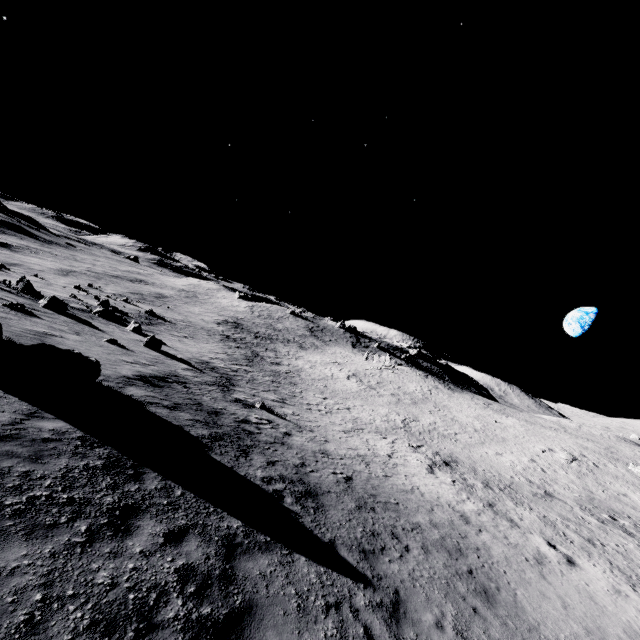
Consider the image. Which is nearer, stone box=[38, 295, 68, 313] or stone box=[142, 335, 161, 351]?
stone box=[38, 295, 68, 313]

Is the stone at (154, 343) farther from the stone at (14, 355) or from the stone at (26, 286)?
the stone at (14, 355)

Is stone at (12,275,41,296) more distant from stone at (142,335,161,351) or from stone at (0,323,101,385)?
stone at (0,323,101,385)

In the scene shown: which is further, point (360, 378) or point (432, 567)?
point (360, 378)

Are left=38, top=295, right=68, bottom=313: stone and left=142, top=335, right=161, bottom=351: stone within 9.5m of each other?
yes

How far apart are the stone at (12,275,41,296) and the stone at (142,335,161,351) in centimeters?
1400cm

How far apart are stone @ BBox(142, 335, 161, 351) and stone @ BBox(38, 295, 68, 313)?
6.8 meters

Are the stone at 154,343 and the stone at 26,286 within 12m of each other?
no
